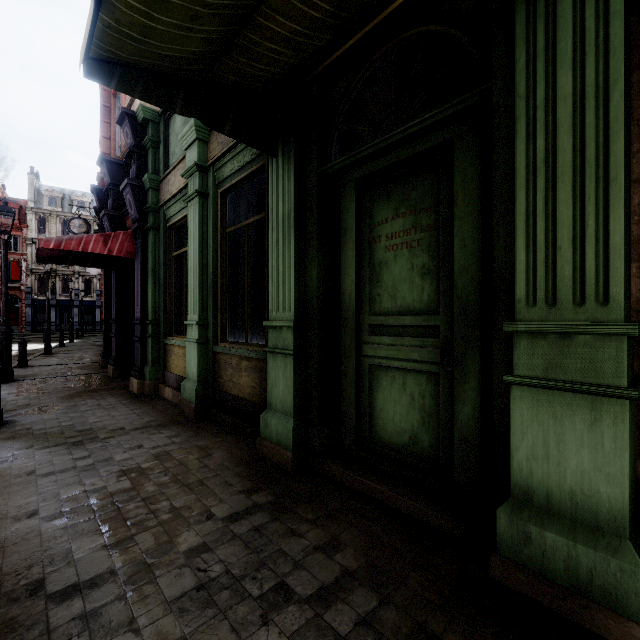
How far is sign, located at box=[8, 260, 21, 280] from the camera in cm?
4044

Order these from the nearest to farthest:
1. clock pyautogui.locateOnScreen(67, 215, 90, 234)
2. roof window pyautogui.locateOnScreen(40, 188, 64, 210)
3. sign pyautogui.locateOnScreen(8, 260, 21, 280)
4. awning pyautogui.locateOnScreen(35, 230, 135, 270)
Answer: awning pyautogui.locateOnScreen(35, 230, 135, 270), clock pyautogui.locateOnScreen(67, 215, 90, 234), sign pyautogui.locateOnScreen(8, 260, 21, 280), roof window pyautogui.locateOnScreen(40, 188, 64, 210)

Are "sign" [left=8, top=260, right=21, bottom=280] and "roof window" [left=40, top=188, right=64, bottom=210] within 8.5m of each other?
yes

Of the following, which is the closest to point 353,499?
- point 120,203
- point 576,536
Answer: point 576,536

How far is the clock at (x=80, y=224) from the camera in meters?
16.9

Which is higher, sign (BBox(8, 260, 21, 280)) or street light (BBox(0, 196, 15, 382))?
sign (BBox(8, 260, 21, 280))

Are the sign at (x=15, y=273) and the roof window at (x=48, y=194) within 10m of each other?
yes

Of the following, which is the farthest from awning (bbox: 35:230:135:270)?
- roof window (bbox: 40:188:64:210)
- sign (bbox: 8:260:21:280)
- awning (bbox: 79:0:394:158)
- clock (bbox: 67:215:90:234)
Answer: roof window (bbox: 40:188:64:210)
